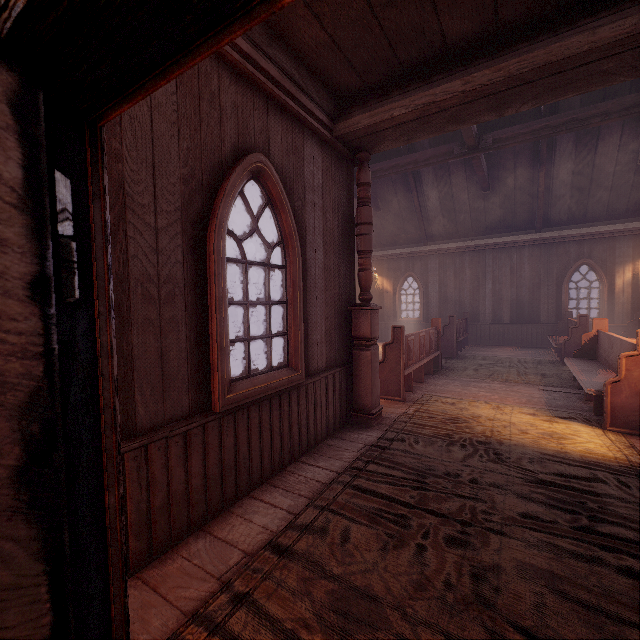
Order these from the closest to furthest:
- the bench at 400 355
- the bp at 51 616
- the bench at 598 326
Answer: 1. the bp at 51 616
2. the bench at 598 326
3. the bench at 400 355

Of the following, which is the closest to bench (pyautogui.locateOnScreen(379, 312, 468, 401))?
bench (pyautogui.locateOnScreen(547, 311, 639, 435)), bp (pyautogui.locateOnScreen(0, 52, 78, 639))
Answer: bench (pyautogui.locateOnScreen(547, 311, 639, 435))

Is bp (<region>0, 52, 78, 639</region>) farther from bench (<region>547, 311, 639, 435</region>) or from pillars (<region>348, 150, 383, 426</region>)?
bench (<region>547, 311, 639, 435</region>)

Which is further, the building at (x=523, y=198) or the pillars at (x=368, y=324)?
the pillars at (x=368, y=324)

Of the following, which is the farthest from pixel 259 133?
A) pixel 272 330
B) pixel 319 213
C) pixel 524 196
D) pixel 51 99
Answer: pixel 524 196

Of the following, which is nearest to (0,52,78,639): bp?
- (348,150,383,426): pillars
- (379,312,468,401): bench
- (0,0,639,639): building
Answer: (0,0,639,639): building

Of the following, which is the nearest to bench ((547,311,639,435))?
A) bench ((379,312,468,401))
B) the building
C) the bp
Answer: the building

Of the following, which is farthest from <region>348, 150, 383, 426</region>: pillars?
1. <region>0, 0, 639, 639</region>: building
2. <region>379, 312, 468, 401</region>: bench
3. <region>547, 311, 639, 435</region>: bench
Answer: <region>547, 311, 639, 435</region>: bench
